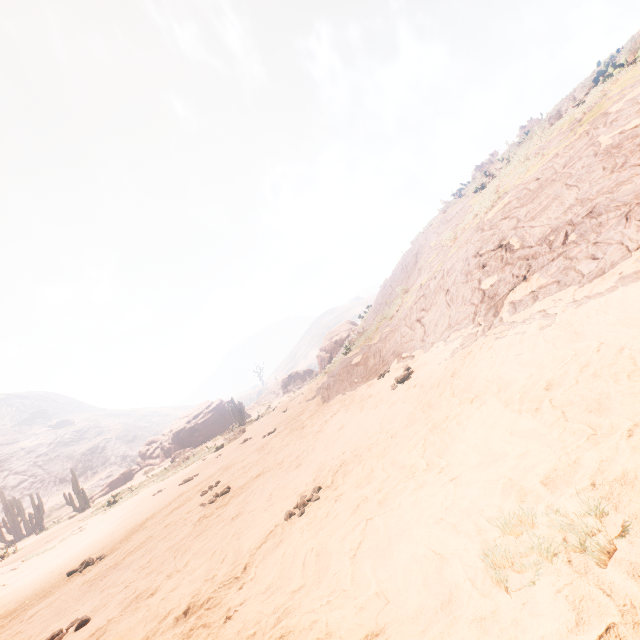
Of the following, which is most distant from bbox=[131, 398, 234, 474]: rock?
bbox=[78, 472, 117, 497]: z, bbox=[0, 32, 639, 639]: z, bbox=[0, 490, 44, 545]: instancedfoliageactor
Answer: bbox=[78, 472, 117, 497]: z

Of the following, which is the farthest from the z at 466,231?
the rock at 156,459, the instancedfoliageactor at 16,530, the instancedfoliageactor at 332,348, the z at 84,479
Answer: the z at 84,479

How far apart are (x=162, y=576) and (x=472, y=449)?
3.95m

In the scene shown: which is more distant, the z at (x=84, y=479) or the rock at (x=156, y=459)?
the z at (x=84, y=479)

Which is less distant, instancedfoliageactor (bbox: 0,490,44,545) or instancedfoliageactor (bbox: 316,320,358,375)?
instancedfoliageactor (bbox: 316,320,358,375)

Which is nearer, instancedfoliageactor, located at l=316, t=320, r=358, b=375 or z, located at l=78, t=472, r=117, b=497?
instancedfoliageactor, located at l=316, t=320, r=358, b=375

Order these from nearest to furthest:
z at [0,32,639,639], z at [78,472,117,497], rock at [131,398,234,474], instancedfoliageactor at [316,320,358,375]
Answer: z at [0,32,639,639]
instancedfoliageactor at [316,320,358,375]
rock at [131,398,234,474]
z at [78,472,117,497]

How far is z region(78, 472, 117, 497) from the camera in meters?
50.7 m
